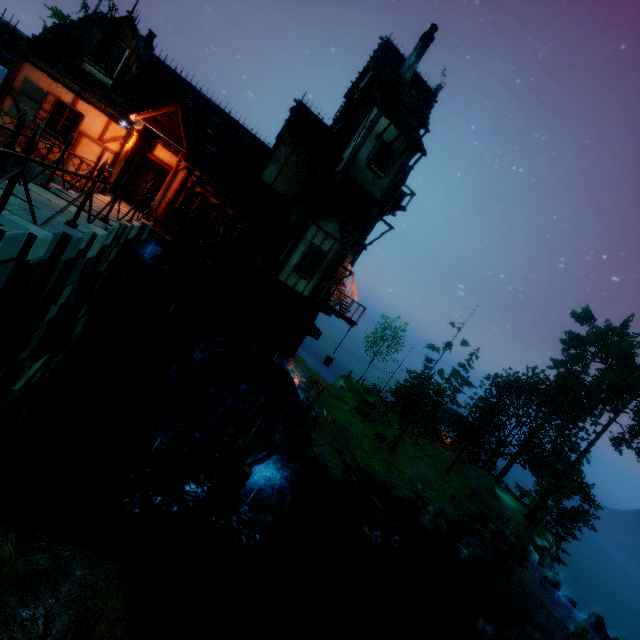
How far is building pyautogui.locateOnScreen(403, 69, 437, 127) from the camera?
16.4m

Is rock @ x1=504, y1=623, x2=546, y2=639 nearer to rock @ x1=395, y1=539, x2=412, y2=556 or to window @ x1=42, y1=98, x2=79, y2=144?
rock @ x1=395, y1=539, x2=412, y2=556

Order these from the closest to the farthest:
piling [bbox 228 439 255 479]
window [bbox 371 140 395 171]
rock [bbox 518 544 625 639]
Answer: piling [bbox 228 439 255 479] < window [bbox 371 140 395 171] < rock [bbox 518 544 625 639]

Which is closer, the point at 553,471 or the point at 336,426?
the point at 336,426

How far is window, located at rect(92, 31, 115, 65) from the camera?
11.95m

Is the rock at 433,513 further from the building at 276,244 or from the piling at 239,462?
the piling at 239,462

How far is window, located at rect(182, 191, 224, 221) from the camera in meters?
13.8 m

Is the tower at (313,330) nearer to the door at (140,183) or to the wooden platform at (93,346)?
the wooden platform at (93,346)
